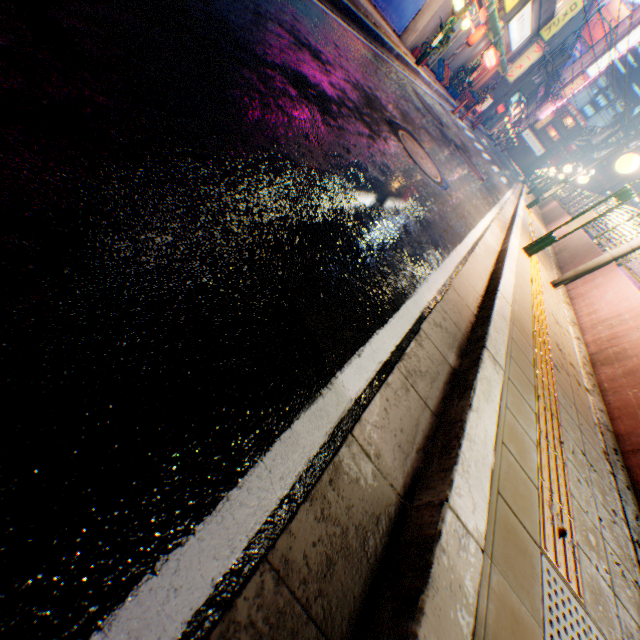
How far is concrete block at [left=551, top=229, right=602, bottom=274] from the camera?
8.50m

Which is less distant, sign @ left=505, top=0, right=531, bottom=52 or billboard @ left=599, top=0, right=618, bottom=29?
sign @ left=505, top=0, right=531, bottom=52

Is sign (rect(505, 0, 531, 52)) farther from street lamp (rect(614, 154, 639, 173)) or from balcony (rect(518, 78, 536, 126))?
street lamp (rect(614, 154, 639, 173))

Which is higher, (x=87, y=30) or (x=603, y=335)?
(x=603, y=335)

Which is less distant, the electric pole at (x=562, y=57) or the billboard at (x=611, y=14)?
the electric pole at (x=562, y=57)

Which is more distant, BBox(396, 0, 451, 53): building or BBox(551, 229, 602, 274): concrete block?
BBox(396, 0, 451, 53): building

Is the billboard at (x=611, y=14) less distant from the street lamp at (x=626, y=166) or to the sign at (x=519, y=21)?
the sign at (x=519, y=21)

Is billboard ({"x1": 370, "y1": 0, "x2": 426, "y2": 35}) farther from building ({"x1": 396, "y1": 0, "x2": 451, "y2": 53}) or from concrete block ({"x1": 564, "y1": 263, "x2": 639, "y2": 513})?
concrete block ({"x1": 564, "y1": 263, "x2": 639, "y2": 513})
